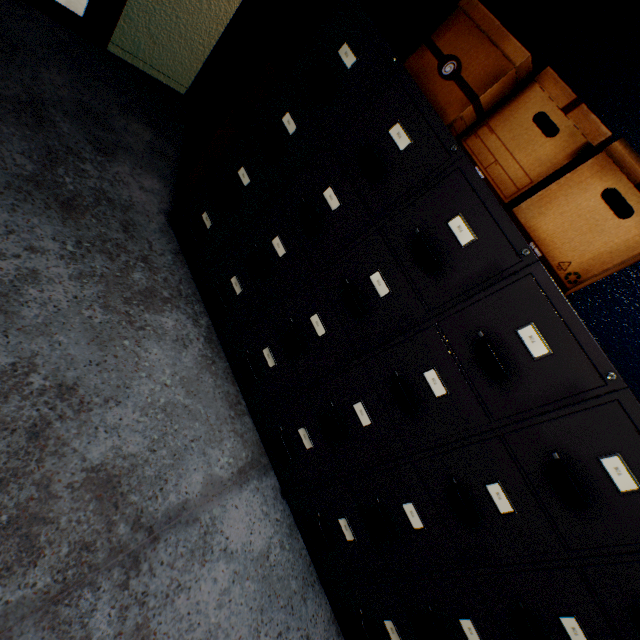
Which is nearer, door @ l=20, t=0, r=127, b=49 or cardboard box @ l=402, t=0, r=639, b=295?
cardboard box @ l=402, t=0, r=639, b=295

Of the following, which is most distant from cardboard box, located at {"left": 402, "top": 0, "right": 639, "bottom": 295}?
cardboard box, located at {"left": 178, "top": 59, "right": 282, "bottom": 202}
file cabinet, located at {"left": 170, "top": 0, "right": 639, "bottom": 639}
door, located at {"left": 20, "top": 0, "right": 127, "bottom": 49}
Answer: door, located at {"left": 20, "top": 0, "right": 127, "bottom": 49}

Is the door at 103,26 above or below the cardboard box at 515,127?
below

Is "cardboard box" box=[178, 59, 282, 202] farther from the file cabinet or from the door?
the door

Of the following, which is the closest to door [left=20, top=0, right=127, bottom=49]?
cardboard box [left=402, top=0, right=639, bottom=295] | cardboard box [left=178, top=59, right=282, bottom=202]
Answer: cardboard box [left=178, top=59, right=282, bottom=202]

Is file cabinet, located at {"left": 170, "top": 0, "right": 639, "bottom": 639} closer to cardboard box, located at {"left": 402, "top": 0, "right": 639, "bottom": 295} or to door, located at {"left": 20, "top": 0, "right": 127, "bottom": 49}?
cardboard box, located at {"left": 402, "top": 0, "right": 639, "bottom": 295}

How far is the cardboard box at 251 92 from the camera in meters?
1.7

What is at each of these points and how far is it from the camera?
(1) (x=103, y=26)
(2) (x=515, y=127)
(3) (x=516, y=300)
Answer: (1) door, 2.08m
(2) cardboard box, 1.02m
(3) file cabinet, 0.95m
